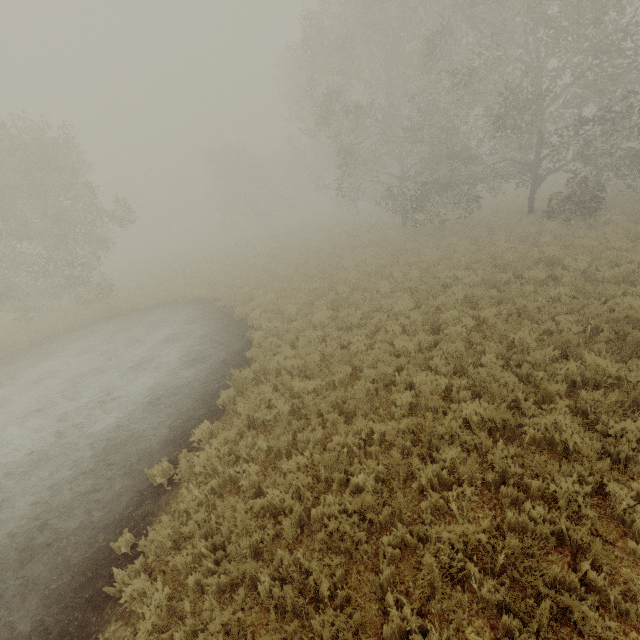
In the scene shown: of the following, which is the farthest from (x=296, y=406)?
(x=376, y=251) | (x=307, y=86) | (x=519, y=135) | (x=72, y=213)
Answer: (x=519, y=135)
